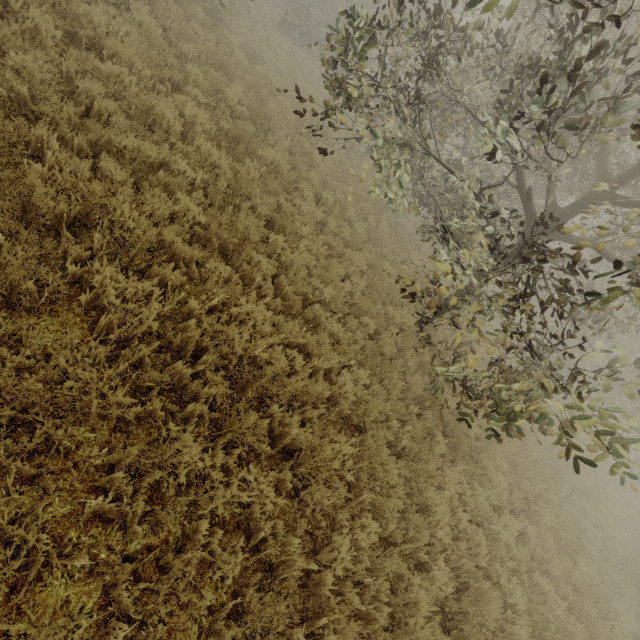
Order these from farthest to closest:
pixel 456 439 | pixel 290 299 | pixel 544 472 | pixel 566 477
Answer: → pixel 566 477, pixel 544 472, pixel 456 439, pixel 290 299
